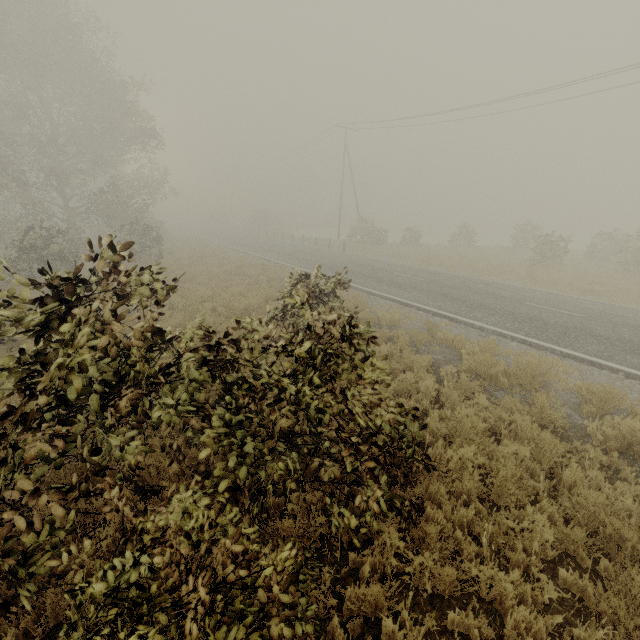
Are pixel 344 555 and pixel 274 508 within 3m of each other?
yes
